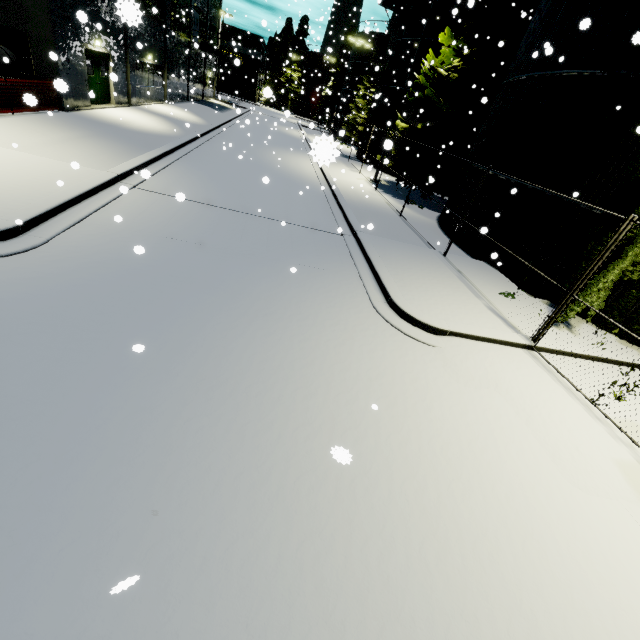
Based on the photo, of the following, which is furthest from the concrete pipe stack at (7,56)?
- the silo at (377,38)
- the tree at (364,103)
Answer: the tree at (364,103)

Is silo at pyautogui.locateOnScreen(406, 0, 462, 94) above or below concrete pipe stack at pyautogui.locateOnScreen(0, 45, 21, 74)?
above

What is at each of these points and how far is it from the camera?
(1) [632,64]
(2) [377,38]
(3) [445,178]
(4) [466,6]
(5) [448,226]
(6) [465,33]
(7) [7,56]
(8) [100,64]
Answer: (1) tree, 8.2 meters
(2) silo, 39.0 meters
(3) tree, 19.8 meters
(4) silo, 21.1 meters
(5) silo, 14.8 meters
(6) tree, 15.8 meters
(7) concrete pipe stack, 12.9 meters
(8) door, 17.7 meters

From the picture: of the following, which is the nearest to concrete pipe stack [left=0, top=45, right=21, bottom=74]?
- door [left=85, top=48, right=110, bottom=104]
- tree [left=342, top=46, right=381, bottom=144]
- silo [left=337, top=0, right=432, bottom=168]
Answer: silo [left=337, top=0, right=432, bottom=168]

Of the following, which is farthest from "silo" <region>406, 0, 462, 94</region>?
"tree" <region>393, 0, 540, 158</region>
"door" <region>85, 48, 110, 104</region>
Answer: "door" <region>85, 48, 110, 104</region>

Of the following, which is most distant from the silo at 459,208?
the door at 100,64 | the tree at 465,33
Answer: the door at 100,64

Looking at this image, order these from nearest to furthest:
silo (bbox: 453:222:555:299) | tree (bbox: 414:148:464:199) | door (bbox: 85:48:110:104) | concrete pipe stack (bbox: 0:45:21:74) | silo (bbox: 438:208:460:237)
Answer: silo (bbox: 453:222:555:299), concrete pipe stack (bbox: 0:45:21:74), silo (bbox: 438:208:460:237), door (bbox: 85:48:110:104), tree (bbox: 414:148:464:199)

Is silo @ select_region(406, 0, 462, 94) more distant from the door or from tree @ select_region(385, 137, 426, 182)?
the door
